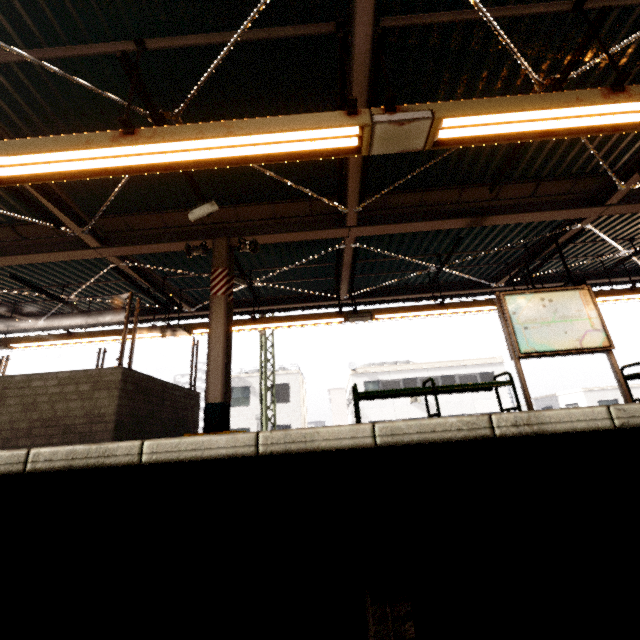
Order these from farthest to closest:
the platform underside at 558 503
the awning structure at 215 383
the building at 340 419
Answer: the building at 340 419 < the awning structure at 215 383 < the platform underside at 558 503

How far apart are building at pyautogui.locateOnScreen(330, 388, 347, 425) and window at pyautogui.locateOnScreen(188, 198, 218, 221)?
37.0 meters

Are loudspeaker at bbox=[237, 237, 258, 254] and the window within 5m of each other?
yes

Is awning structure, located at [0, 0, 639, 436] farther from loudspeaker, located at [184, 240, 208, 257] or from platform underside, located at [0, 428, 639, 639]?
platform underside, located at [0, 428, 639, 639]

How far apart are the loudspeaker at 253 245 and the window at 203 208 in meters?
0.8

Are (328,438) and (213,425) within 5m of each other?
yes

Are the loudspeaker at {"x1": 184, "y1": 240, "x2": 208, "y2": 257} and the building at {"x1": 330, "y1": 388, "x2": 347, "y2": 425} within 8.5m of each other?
no

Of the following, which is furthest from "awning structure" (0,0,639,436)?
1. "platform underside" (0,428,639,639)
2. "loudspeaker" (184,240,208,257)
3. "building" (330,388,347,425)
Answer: "building" (330,388,347,425)
